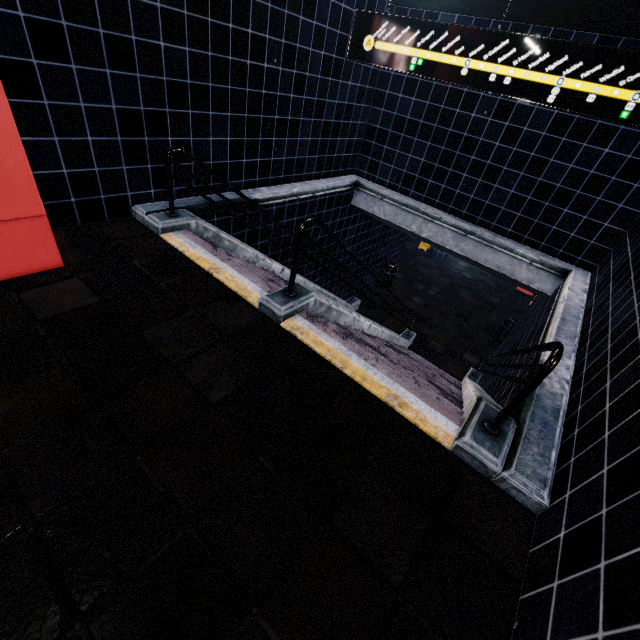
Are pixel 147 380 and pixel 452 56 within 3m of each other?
no
